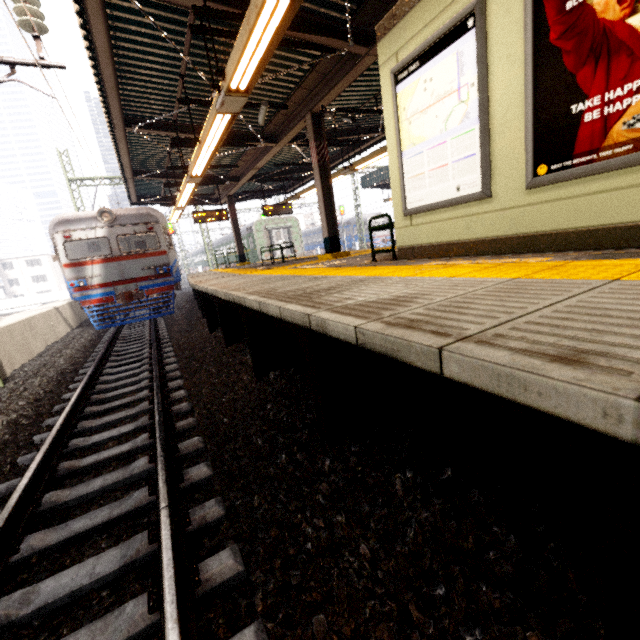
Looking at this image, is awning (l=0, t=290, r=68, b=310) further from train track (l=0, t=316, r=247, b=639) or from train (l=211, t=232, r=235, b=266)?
train track (l=0, t=316, r=247, b=639)

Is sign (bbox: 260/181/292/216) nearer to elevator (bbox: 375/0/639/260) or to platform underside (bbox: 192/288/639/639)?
platform underside (bbox: 192/288/639/639)

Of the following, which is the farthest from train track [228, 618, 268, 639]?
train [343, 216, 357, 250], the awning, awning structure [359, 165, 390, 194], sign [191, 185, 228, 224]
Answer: train [343, 216, 357, 250]

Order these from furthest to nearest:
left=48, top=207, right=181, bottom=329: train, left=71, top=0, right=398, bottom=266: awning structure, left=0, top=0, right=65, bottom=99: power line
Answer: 1. left=48, top=207, right=181, bottom=329: train
2. left=0, top=0, right=65, bottom=99: power line
3. left=71, top=0, right=398, bottom=266: awning structure

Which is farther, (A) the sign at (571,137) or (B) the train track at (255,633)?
(A) the sign at (571,137)

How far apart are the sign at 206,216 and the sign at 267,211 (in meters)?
1.68

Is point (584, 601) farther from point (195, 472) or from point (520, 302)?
point (195, 472)

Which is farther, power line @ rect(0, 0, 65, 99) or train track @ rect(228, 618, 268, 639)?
power line @ rect(0, 0, 65, 99)
